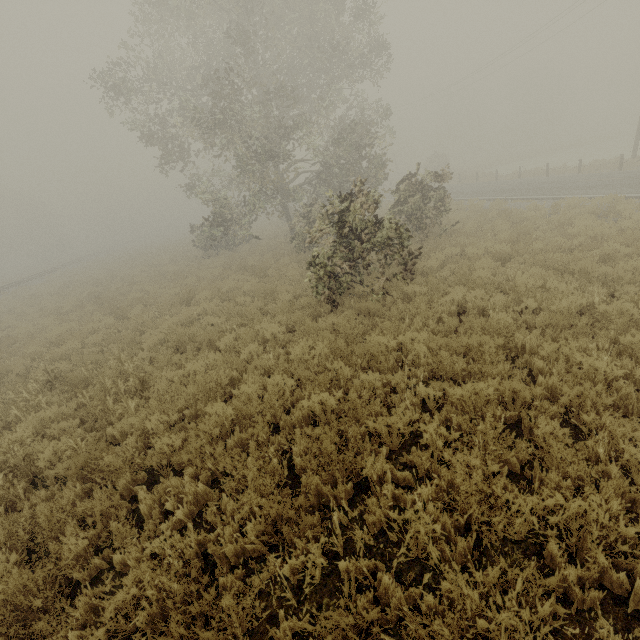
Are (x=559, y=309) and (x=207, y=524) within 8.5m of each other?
yes
